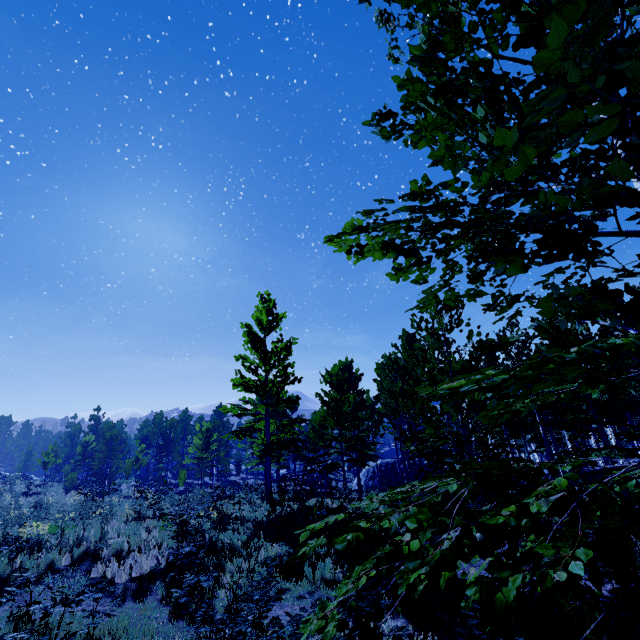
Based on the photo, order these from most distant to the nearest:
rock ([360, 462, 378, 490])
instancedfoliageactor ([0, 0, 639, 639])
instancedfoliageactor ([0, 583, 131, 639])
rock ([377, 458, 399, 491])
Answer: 1. rock ([360, 462, 378, 490])
2. rock ([377, 458, 399, 491])
3. instancedfoliageactor ([0, 583, 131, 639])
4. instancedfoliageactor ([0, 0, 639, 639])

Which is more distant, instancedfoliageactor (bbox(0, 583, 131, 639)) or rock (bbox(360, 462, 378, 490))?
rock (bbox(360, 462, 378, 490))

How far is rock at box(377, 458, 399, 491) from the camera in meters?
34.1

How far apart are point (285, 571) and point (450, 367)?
8.0m

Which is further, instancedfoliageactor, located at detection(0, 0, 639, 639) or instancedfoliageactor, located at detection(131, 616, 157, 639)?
instancedfoliageactor, located at detection(131, 616, 157, 639)

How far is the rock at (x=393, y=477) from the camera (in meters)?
34.06

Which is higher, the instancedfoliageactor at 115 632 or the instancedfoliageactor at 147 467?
the instancedfoliageactor at 147 467
